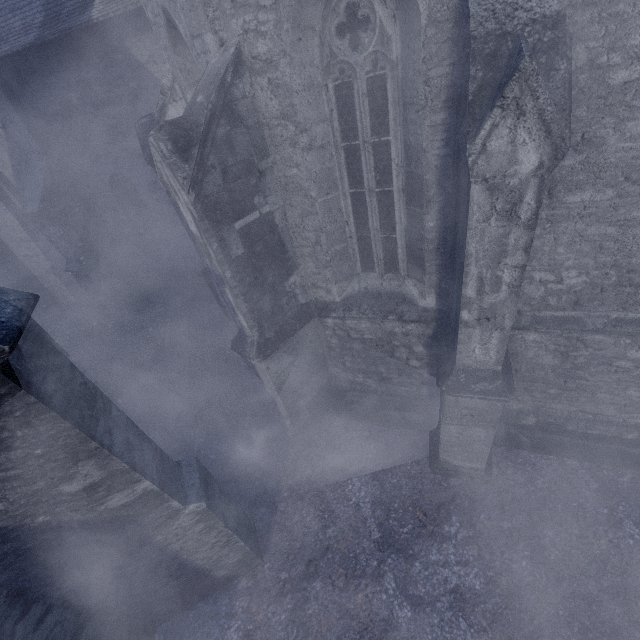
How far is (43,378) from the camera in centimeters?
224cm
